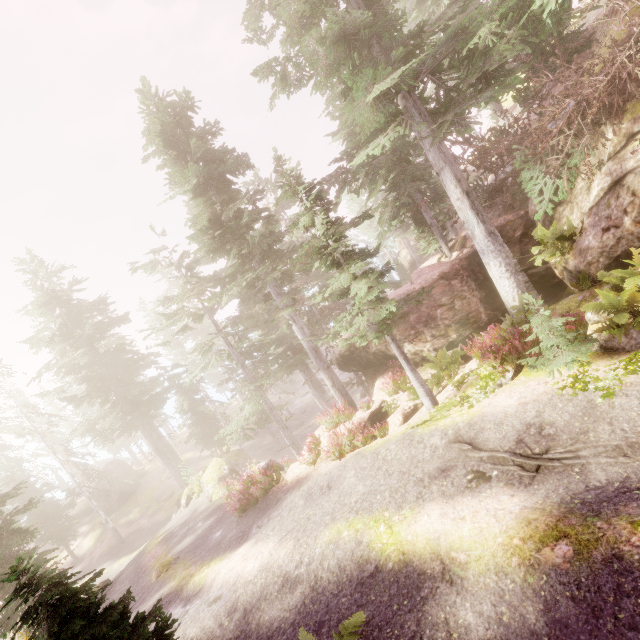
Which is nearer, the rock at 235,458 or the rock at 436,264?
the rock at 436,264

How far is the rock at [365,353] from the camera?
12.94m

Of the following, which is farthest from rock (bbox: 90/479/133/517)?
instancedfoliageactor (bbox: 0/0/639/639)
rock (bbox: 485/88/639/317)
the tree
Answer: the tree

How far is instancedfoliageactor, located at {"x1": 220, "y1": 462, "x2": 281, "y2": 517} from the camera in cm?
1350

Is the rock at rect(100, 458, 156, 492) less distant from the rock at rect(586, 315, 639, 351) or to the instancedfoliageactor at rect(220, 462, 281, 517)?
the instancedfoliageactor at rect(220, 462, 281, 517)

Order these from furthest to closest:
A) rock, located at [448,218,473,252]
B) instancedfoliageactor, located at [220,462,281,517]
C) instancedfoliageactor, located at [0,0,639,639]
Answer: rock, located at [448,218,473,252] → instancedfoliageactor, located at [220,462,281,517] → instancedfoliageactor, located at [0,0,639,639]

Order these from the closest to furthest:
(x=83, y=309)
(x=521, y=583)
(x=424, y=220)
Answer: (x=521, y=583) < (x=424, y=220) < (x=83, y=309)

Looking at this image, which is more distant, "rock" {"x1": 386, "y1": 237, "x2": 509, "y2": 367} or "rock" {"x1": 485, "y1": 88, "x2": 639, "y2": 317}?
"rock" {"x1": 386, "y1": 237, "x2": 509, "y2": 367}
